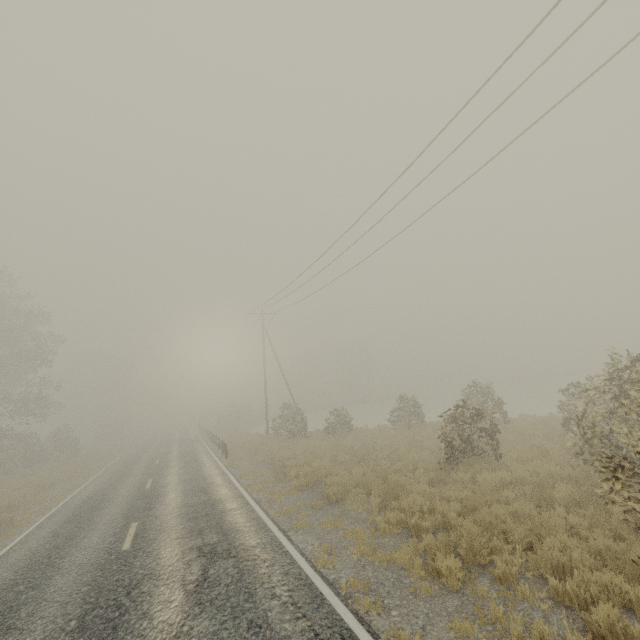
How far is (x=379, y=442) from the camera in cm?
1759

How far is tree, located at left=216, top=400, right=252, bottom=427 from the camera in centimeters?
4928cm

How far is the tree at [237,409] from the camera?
49.3 meters
